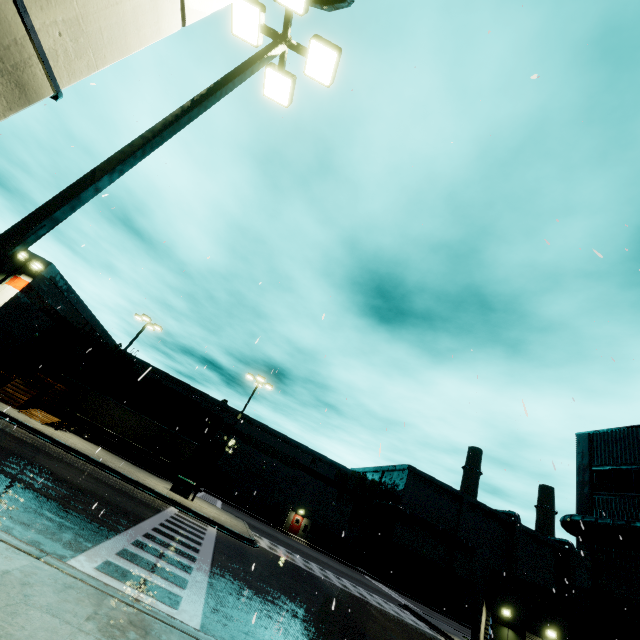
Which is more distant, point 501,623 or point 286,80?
point 501,623

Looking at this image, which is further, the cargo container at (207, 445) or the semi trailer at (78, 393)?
the cargo container at (207, 445)

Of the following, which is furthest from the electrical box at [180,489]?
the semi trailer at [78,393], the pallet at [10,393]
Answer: the pallet at [10,393]

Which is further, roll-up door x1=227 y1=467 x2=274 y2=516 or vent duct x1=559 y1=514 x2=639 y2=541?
roll-up door x1=227 y1=467 x2=274 y2=516

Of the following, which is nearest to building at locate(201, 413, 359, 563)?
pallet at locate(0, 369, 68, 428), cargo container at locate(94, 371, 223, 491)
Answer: cargo container at locate(94, 371, 223, 491)

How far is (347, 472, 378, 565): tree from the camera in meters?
44.6 m

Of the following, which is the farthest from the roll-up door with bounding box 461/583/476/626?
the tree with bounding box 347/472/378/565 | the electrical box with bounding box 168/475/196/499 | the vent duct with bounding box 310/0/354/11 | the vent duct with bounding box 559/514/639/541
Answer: the vent duct with bounding box 310/0/354/11

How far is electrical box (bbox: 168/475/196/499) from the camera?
22.1m
